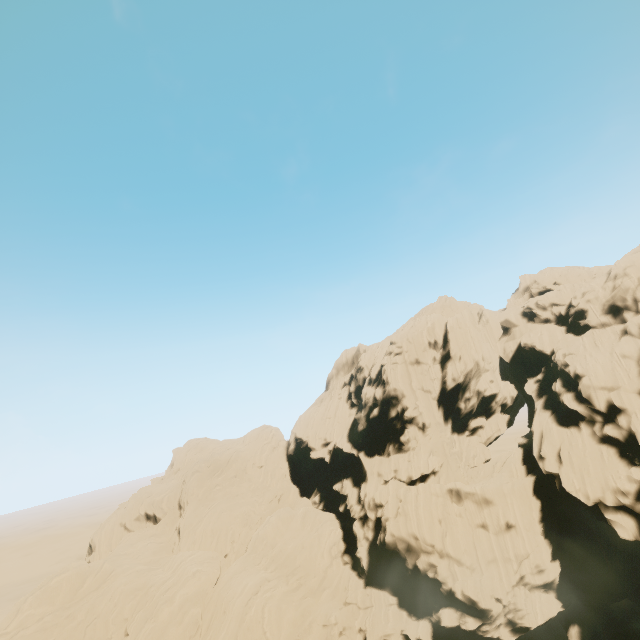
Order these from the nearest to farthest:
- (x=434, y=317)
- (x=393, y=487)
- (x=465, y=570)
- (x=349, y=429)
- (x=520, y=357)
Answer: (x=465, y=570) → (x=393, y=487) → (x=434, y=317) → (x=520, y=357) → (x=349, y=429)
